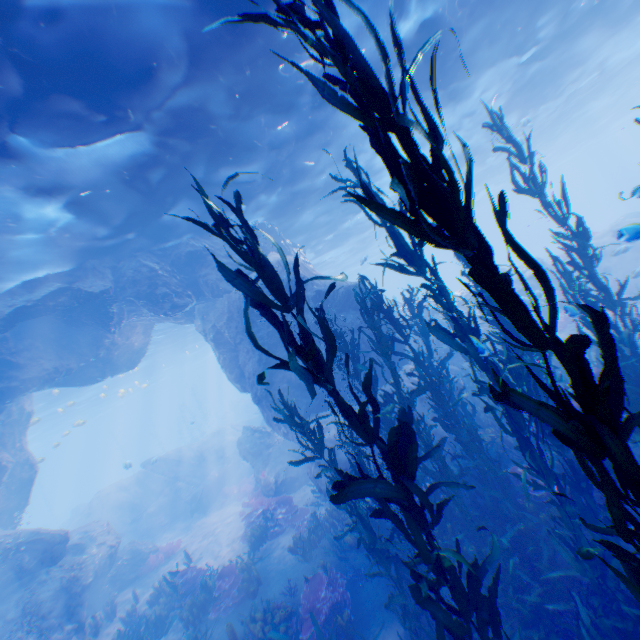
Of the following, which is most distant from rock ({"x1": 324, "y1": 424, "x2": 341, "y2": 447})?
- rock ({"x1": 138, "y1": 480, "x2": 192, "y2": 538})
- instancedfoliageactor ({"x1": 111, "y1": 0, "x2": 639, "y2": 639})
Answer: rock ({"x1": 138, "y1": 480, "x2": 192, "y2": 538})

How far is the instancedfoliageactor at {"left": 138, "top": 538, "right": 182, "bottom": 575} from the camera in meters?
15.2 m

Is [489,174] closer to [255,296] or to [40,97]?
[40,97]

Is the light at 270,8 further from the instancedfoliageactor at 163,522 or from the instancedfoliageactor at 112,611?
the instancedfoliageactor at 163,522

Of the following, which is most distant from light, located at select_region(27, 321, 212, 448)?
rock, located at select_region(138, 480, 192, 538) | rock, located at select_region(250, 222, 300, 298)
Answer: rock, located at select_region(138, 480, 192, 538)

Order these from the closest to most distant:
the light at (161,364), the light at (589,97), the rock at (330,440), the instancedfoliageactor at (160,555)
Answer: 1. the light at (589,97)
2. the rock at (330,440)
3. the instancedfoliageactor at (160,555)
4. the light at (161,364)

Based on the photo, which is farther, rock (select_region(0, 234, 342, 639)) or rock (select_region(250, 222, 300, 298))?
rock (select_region(250, 222, 300, 298))

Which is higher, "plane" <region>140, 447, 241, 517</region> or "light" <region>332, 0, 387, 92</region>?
"light" <region>332, 0, 387, 92</region>
